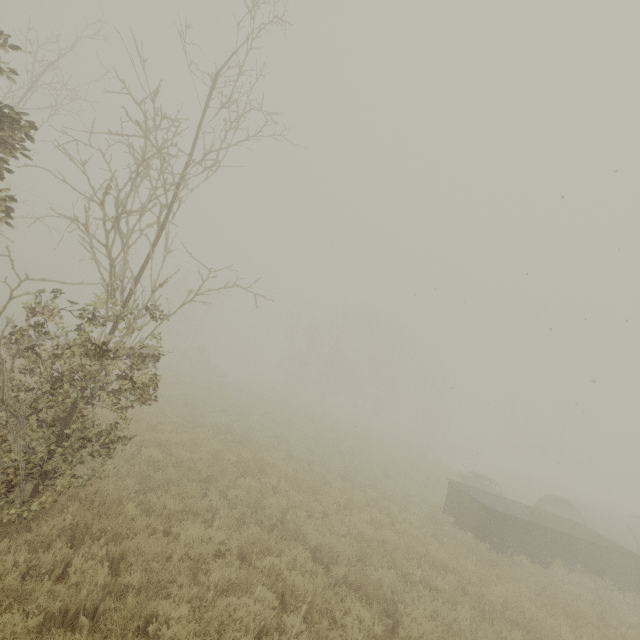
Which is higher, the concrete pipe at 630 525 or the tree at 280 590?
the concrete pipe at 630 525

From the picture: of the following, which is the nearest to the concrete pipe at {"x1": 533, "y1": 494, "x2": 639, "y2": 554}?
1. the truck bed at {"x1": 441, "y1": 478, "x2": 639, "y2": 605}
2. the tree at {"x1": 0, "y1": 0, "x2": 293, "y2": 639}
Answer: the truck bed at {"x1": 441, "y1": 478, "x2": 639, "y2": 605}

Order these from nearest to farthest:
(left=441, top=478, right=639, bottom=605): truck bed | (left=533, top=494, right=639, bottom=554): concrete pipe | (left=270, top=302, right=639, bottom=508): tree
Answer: (left=441, top=478, right=639, bottom=605): truck bed, (left=533, top=494, right=639, bottom=554): concrete pipe, (left=270, top=302, right=639, bottom=508): tree

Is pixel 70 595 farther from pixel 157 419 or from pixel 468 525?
pixel 468 525

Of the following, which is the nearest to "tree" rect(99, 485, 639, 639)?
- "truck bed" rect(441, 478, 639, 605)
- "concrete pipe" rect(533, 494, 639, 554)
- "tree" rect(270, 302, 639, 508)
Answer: "truck bed" rect(441, 478, 639, 605)

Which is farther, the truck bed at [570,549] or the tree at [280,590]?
the truck bed at [570,549]
